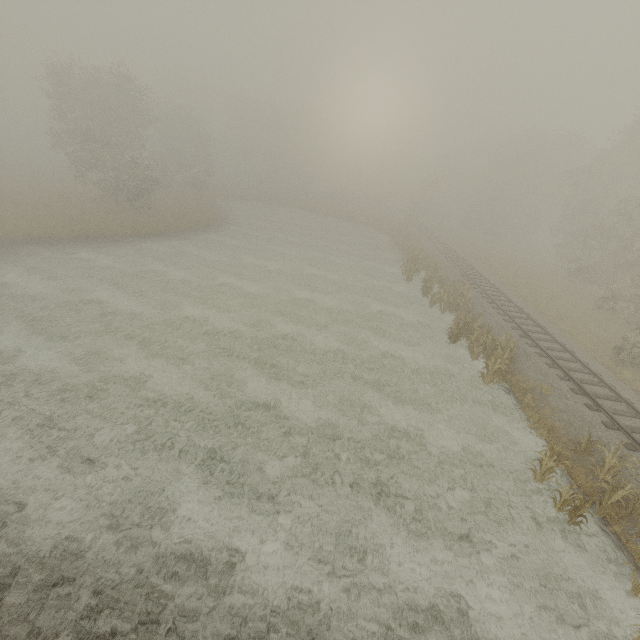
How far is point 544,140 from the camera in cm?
4194

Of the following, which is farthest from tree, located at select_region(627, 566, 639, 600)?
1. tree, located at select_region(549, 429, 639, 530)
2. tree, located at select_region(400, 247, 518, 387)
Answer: tree, located at select_region(400, 247, 518, 387)

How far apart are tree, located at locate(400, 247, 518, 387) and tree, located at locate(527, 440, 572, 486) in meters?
10.1 m

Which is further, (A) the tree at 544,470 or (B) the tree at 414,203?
(B) the tree at 414,203

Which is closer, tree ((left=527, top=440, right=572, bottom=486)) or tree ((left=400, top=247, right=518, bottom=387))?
tree ((left=527, top=440, right=572, bottom=486))

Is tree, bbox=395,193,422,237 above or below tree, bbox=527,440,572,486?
above

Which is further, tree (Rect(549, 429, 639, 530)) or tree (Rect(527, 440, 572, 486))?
tree (Rect(527, 440, 572, 486))

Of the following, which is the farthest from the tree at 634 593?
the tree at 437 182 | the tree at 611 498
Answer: the tree at 437 182
